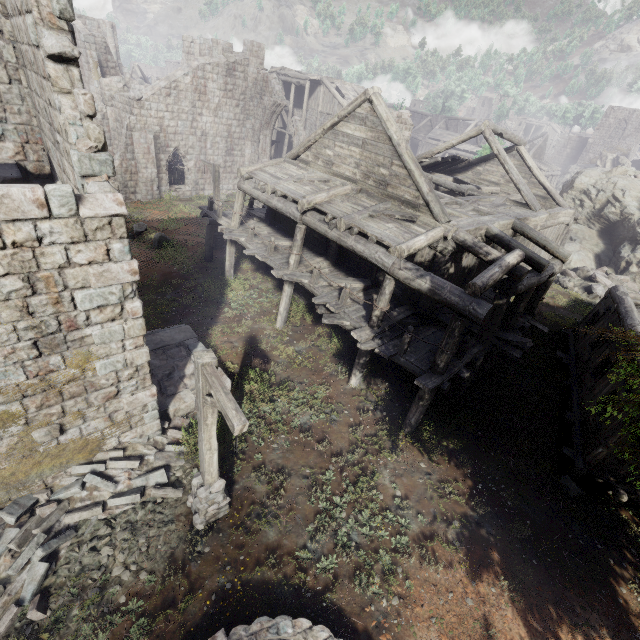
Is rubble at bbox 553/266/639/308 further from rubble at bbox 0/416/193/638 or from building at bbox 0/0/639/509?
rubble at bbox 0/416/193/638

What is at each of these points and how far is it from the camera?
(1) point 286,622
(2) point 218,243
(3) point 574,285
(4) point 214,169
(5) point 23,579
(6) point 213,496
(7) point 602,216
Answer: (1) fountain, 5.8m
(2) wooden lamp post, 19.8m
(3) rubble, 21.1m
(4) wooden lamp post, 17.6m
(5) rubble, 6.1m
(6) wooden lamp post, 7.1m
(7) rock, 24.6m

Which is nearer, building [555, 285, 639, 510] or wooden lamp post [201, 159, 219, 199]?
building [555, 285, 639, 510]

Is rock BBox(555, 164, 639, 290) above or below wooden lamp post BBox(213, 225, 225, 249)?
above

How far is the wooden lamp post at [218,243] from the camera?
19.4 meters

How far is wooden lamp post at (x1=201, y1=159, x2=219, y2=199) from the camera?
17.6m

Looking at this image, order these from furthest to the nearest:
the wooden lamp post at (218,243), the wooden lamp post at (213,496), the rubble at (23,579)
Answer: the wooden lamp post at (218,243) < the rubble at (23,579) < the wooden lamp post at (213,496)
